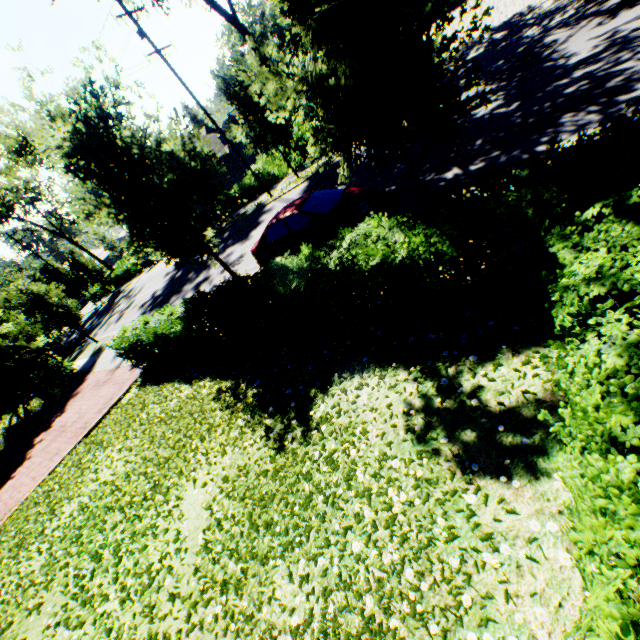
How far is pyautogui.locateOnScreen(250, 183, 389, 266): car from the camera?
8.8m

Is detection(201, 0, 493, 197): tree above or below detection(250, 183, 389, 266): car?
above

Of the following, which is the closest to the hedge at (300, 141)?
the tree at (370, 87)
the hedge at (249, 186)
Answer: the tree at (370, 87)

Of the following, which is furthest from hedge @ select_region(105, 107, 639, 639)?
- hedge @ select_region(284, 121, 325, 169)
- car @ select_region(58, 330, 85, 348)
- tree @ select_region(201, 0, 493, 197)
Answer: car @ select_region(58, 330, 85, 348)

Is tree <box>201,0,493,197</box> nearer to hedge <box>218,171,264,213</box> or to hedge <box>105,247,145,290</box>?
hedge <box>105,247,145,290</box>

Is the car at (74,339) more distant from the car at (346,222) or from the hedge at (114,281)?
the hedge at (114,281)

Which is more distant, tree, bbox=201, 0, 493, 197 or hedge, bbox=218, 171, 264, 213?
hedge, bbox=218, 171, 264, 213

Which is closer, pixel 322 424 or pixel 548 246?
pixel 548 246
